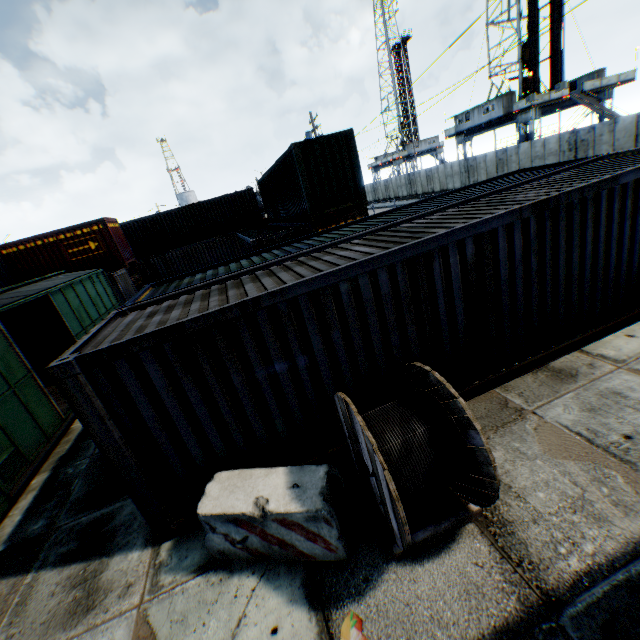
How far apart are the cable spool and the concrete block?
0.21m

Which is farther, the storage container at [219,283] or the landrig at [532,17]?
the landrig at [532,17]

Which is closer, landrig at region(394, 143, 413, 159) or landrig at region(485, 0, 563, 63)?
landrig at region(485, 0, 563, 63)

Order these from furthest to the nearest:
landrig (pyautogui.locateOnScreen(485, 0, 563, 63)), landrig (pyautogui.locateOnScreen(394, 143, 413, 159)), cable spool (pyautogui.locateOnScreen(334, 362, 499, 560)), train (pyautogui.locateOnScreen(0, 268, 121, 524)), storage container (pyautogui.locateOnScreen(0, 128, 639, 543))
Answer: landrig (pyautogui.locateOnScreen(394, 143, 413, 159))
landrig (pyautogui.locateOnScreen(485, 0, 563, 63))
train (pyautogui.locateOnScreen(0, 268, 121, 524))
storage container (pyautogui.locateOnScreen(0, 128, 639, 543))
cable spool (pyautogui.locateOnScreen(334, 362, 499, 560))

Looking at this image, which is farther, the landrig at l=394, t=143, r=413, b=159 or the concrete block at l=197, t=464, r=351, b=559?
the landrig at l=394, t=143, r=413, b=159

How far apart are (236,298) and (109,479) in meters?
4.8

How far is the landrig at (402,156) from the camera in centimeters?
5853cm

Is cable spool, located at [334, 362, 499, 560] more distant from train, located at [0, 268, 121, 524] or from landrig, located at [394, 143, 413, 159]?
landrig, located at [394, 143, 413, 159]
